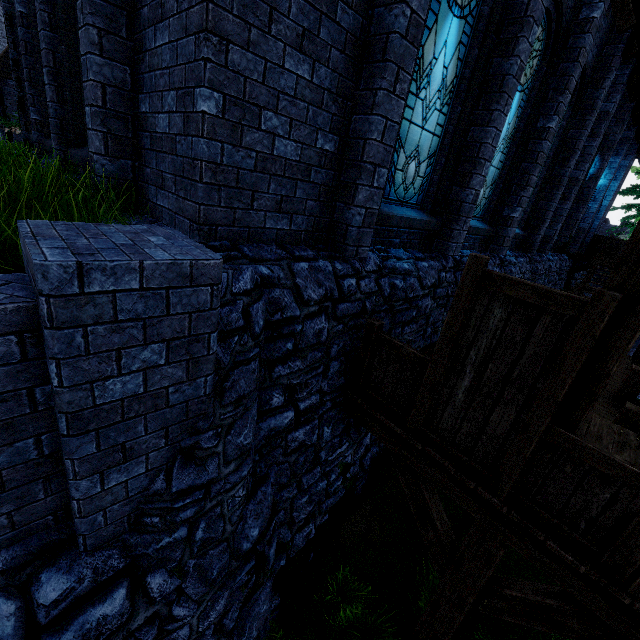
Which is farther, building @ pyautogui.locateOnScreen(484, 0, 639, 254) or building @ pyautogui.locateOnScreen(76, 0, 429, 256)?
building @ pyautogui.locateOnScreen(484, 0, 639, 254)

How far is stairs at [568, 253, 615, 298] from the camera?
13.78m

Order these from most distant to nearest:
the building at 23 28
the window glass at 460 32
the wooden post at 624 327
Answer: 1. the building at 23 28
2. the window glass at 460 32
3. the wooden post at 624 327

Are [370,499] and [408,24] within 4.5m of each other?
no

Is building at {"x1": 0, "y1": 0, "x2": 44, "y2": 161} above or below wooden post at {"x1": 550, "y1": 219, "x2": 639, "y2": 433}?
above

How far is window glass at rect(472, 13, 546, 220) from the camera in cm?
626

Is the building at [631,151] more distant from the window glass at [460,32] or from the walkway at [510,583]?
the walkway at [510,583]
